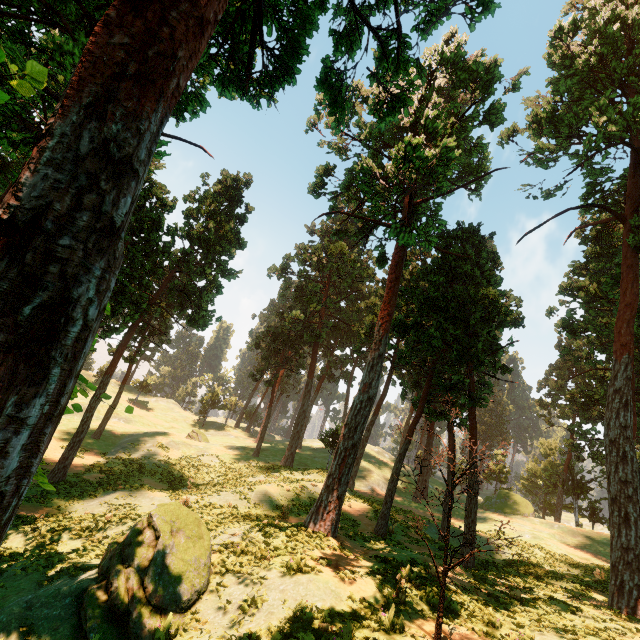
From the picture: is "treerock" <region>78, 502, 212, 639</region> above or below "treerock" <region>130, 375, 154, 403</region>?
below

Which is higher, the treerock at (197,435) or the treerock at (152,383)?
the treerock at (152,383)

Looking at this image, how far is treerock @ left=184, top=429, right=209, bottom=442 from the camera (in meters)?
43.03

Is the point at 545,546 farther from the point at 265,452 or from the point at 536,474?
the point at 536,474

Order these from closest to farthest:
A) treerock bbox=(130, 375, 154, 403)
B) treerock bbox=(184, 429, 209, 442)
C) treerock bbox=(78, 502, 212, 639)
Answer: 1. treerock bbox=(78, 502, 212, 639)
2. treerock bbox=(184, 429, 209, 442)
3. treerock bbox=(130, 375, 154, 403)

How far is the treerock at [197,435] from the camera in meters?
43.0 m
